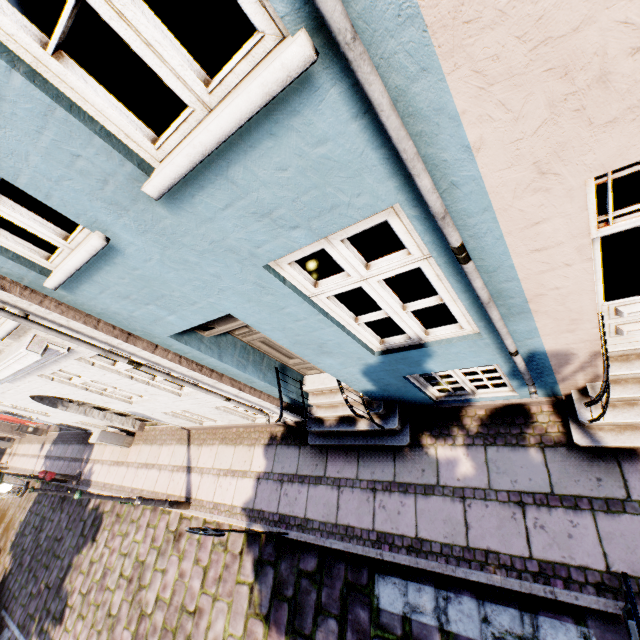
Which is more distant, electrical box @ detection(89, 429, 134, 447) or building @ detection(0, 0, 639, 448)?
electrical box @ detection(89, 429, 134, 447)

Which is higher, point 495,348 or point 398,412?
point 495,348

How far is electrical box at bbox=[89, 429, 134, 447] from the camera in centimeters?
989cm

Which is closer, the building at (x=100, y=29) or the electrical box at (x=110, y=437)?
the building at (x=100, y=29)

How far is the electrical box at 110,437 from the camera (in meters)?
9.89
